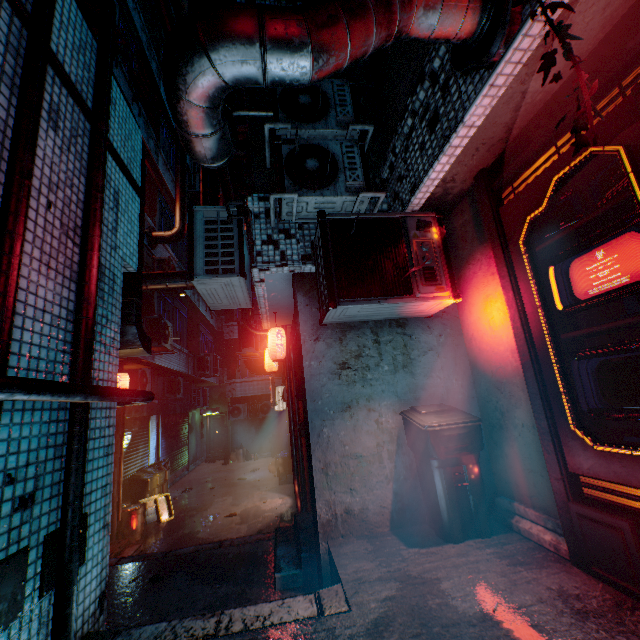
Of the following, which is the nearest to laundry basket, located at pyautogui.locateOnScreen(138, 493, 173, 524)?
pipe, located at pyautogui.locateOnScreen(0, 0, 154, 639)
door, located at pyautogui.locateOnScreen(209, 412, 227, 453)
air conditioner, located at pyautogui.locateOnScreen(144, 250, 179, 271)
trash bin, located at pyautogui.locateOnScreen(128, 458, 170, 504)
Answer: trash bin, located at pyautogui.locateOnScreen(128, 458, 170, 504)

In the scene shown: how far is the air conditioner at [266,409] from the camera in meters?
15.6

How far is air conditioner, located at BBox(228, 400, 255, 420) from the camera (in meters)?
15.40

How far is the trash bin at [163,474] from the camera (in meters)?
8.08

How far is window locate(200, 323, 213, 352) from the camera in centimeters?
1445cm

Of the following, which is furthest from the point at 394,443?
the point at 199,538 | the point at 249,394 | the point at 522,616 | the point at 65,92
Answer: the point at 249,394

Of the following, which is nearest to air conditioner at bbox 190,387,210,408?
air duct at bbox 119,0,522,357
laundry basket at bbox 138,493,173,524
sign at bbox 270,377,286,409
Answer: sign at bbox 270,377,286,409

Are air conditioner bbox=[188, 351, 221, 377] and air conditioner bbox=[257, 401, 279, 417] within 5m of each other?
yes
